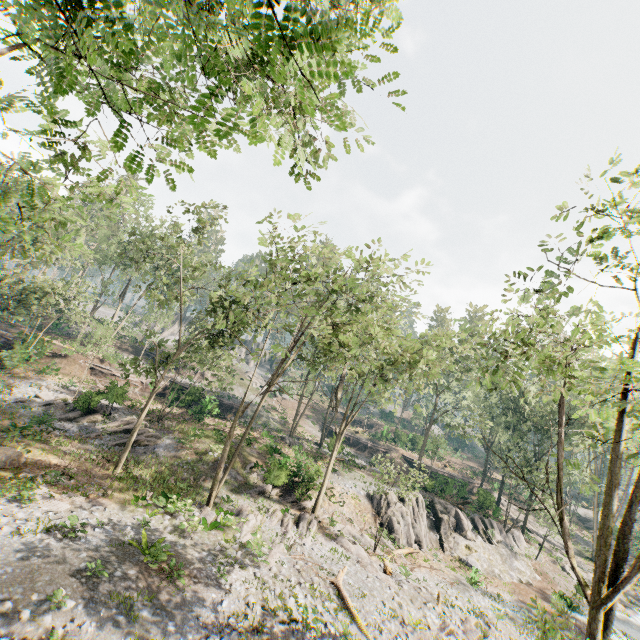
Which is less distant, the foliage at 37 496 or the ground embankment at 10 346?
the foliage at 37 496

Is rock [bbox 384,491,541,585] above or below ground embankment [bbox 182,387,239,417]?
below

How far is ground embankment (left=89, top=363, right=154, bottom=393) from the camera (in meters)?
26.80

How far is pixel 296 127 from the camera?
5.16m

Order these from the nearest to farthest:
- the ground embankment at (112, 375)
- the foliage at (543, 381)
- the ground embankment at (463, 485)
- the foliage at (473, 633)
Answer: the foliage at (543, 381) → the foliage at (473, 633) → the ground embankment at (112, 375) → the ground embankment at (463, 485)

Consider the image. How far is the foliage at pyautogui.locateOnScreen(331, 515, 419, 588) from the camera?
19.11m

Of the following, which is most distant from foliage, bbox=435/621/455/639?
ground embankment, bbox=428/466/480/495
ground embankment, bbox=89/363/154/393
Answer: ground embankment, bbox=89/363/154/393
